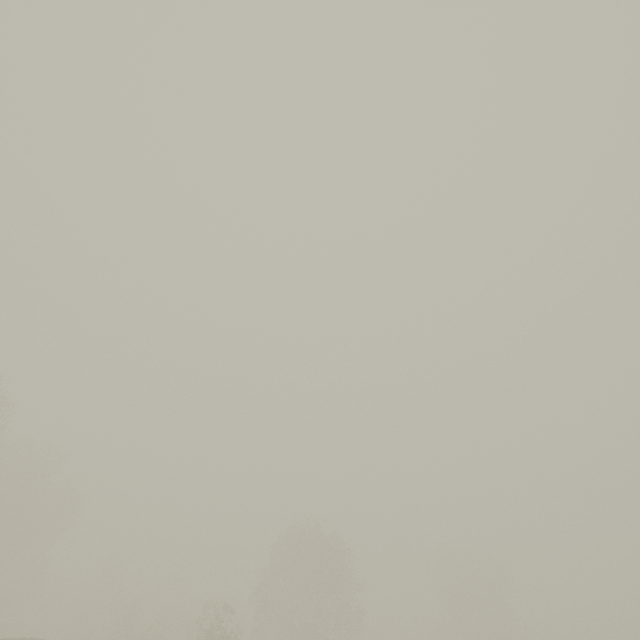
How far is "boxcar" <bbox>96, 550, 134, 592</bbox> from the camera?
49.16m

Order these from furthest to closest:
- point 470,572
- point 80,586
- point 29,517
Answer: point 80,586, point 470,572, point 29,517

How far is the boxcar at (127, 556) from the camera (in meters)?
49.16

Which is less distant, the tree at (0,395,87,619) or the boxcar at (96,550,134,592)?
the tree at (0,395,87,619)

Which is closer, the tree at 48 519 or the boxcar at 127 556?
the tree at 48 519
